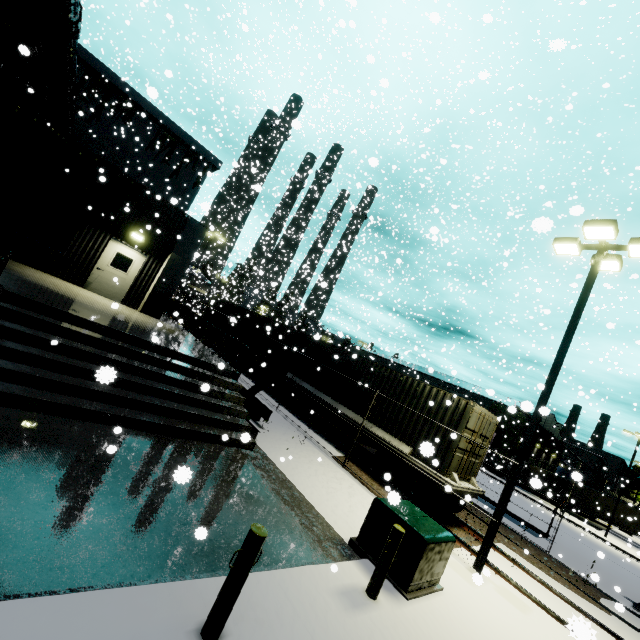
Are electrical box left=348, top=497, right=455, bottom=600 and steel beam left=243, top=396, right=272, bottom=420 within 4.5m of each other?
no

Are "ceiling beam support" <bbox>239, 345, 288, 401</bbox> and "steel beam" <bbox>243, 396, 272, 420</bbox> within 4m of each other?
yes

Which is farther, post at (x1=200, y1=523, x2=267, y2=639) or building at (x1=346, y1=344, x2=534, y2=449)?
building at (x1=346, y1=344, x2=534, y2=449)

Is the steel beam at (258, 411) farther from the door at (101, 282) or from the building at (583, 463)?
the door at (101, 282)

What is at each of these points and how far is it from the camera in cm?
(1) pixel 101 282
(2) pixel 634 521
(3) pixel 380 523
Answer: (1) door, 1379
(2) semi trailer, 3356
(3) electrical box, 657

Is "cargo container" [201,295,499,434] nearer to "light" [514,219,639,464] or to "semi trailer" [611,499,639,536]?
"semi trailer" [611,499,639,536]

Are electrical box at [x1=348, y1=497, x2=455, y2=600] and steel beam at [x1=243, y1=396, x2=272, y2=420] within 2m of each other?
no

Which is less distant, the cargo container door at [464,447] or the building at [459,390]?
the cargo container door at [464,447]
